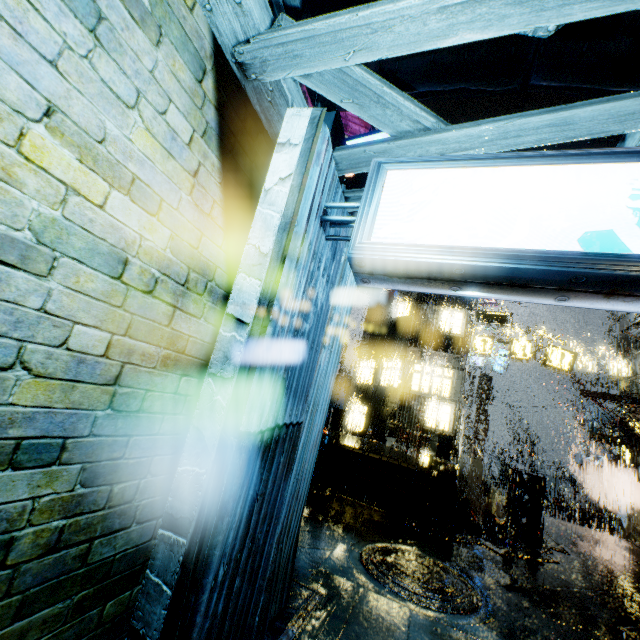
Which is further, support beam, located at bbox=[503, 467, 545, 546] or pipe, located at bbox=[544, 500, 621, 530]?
pipe, located at bbox=[544, 500, 621, 530]

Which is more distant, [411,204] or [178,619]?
[411,204]

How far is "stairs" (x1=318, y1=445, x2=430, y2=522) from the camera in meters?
11.0

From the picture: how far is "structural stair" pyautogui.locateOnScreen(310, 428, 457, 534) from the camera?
10.3m

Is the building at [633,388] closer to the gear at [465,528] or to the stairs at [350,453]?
the gear at [465,528]

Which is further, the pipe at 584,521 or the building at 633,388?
the pipe at 584,521

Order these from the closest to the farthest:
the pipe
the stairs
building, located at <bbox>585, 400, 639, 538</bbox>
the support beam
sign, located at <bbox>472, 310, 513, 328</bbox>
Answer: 1. the stairs
2. the support beam
3. sign, located at <bbox>472, 310, 513, 328</bbox>
4. building, located at <bbox>585, 400, 639, 538</bbox>
5. the pipe

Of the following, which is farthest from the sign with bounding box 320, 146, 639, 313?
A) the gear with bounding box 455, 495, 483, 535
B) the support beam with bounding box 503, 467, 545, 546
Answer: the support beam with bounding box 503, 467, 545, 546
